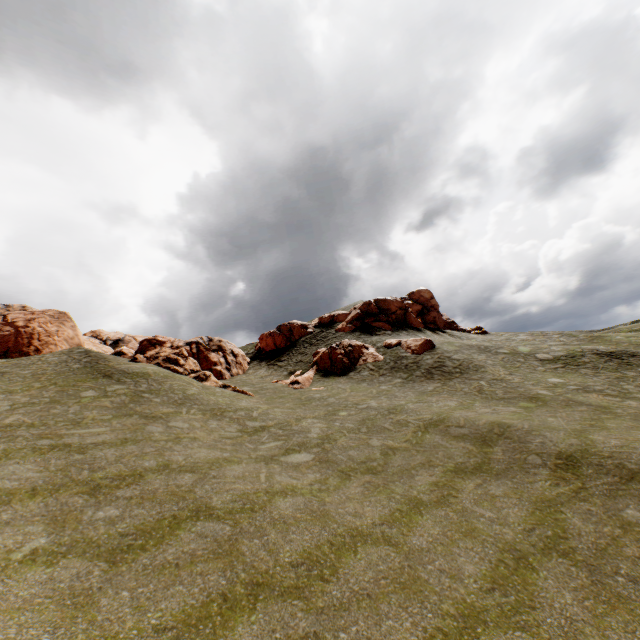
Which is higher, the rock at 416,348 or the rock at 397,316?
the rock at 397,316

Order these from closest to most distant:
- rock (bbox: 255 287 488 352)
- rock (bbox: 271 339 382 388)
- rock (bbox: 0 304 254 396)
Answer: rock (bbox: 0 304 254 396)
rock (bbox: 271 339 382 388)
rock (bbox: 255 287 488 352)

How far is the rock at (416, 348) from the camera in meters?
30.8

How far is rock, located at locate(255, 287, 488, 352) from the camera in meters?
41.3 m

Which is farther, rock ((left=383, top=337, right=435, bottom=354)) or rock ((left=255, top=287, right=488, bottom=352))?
rock ((left=255, top=287, right=488, bottom=352))

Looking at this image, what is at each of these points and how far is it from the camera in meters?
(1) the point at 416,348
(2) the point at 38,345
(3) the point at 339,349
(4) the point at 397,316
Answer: (1) rock, 31.0
(2) rock, 28.5
(3) rock, 33.6
(4) rock, 41.7

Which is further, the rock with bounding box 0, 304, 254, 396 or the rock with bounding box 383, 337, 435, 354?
the rock with bounding box 383, 337, 435, 354
